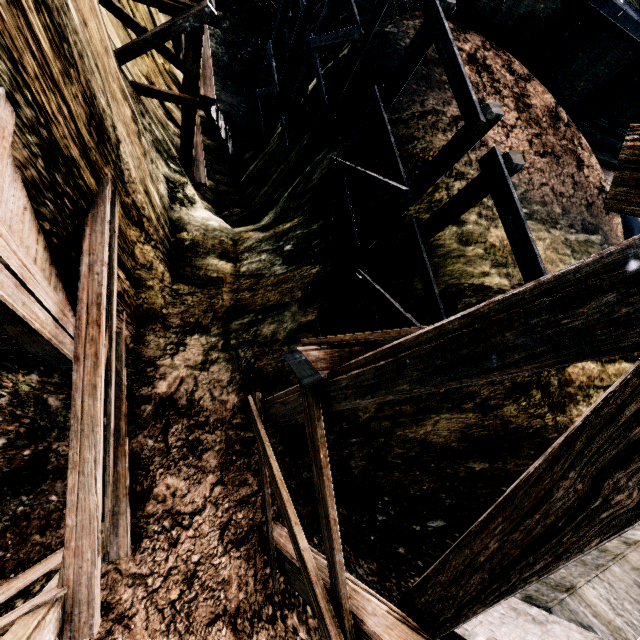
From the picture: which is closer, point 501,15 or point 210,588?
point 210,588

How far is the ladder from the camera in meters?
13.3

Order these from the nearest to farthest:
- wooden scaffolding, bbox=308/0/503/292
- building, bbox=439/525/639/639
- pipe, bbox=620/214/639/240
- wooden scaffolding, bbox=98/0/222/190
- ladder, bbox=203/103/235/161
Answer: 1. building, bbox=439/525/639/639
2. wooden scaffolding, bbox=308/0/503/292
3. wooden scaffolding, bbox=98/0/222/190
4. ladder, bbox=203/103/235/161
5. pipe, bbox=620/214/639/240

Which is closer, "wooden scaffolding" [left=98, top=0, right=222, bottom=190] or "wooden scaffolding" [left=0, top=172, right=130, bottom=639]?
"wooden scaffolding" [left=0, top=172, right=130, bottom=639]

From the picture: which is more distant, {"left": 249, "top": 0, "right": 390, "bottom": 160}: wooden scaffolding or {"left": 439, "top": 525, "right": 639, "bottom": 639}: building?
{"left": 249, "top": 0, "right": 390, "bottom": 160}: wooden scaffolding

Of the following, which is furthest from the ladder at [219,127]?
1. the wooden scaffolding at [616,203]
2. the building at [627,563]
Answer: the building at [627,563]

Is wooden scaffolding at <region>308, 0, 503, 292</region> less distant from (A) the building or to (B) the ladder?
(A) the building

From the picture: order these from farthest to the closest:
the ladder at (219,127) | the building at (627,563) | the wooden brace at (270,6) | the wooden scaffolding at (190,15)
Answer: the wooden brace at (270,6) < the ladder at (219,127) < the wooden scaffolding at (190,15) < the building at (627,563)
